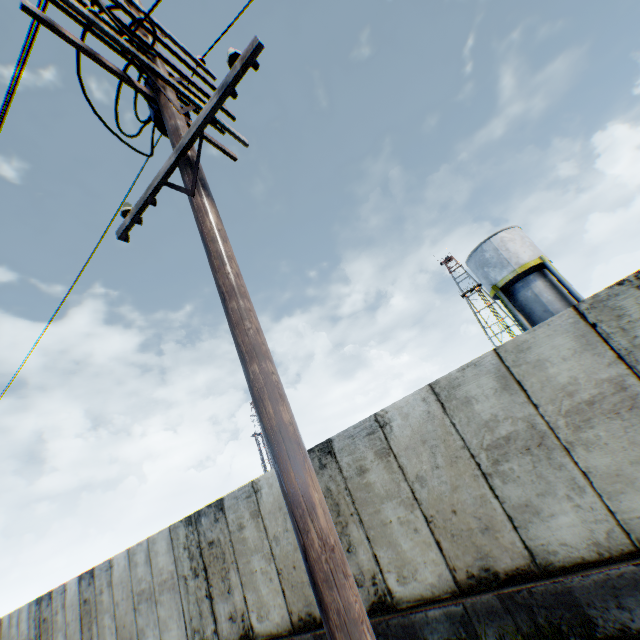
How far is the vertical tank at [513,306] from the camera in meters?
19.7 m

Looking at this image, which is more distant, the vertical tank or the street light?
the vertical tank

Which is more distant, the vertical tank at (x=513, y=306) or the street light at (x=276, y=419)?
the vertical tank at (x=513, y=306)

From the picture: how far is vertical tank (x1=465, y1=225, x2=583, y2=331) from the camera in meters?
19.7

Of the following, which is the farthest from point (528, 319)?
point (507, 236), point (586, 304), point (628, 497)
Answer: point (628, 497)
